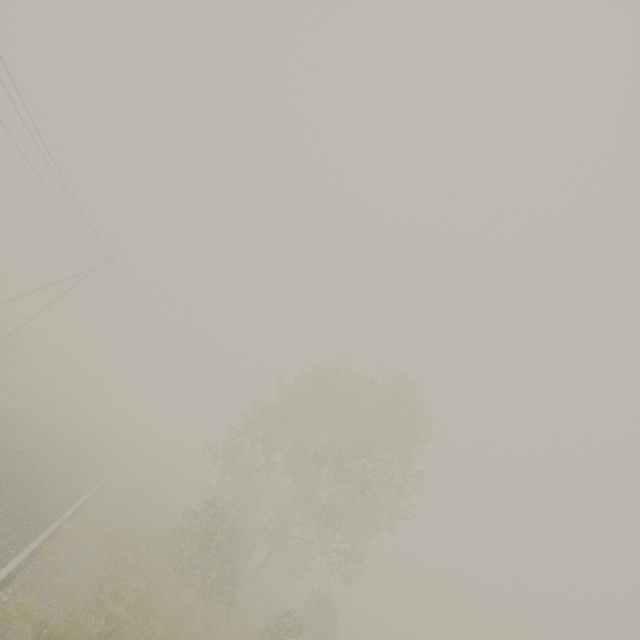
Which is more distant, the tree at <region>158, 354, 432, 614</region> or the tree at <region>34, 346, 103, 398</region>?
the tree at <region>34, 346, 103, 398</region>

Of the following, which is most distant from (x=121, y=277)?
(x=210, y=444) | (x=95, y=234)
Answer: (x=210, y=444)

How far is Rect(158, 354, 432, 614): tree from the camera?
16.5m

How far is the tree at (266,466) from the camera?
16.5 meters

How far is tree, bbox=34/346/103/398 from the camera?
41.0m

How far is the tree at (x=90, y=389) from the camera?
41.03m
